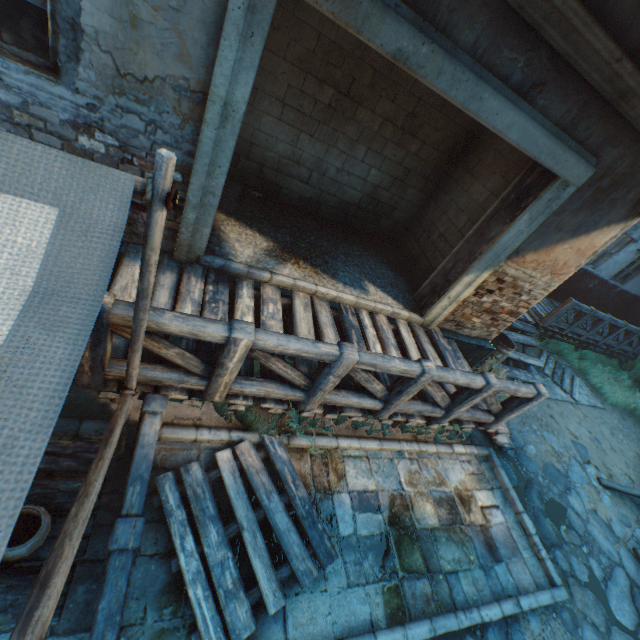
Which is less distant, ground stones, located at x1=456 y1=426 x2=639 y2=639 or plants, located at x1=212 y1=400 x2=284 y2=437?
plants, located at x1=212 y1=400 x2=284 y2=437

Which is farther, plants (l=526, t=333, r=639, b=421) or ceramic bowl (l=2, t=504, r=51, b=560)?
plants (l=526, t=333, r=639, b=421)

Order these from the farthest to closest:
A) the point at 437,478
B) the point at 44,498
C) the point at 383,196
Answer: the point at 383,196, the point at 437,478, the point at 44,498

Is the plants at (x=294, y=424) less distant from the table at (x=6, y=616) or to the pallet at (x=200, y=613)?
the pallet at (x=200, y=613)

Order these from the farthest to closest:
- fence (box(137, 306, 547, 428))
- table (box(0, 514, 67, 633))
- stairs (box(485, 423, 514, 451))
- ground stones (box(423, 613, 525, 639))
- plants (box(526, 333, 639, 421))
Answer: plants (box(526, 333, 639, 421)) → stairs (box(485, 423, 514, 451)) → ground stones (box(423, 613, 525, 639)) → fence (box(137, 306, 547, 428)) → table (box(0, 514, 67, 633))

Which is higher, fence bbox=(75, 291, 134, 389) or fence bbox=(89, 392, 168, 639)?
fence bbox=(75, 291, 134, 389)

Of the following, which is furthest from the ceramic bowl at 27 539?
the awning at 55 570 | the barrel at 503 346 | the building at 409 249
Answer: the barrel at 503 346

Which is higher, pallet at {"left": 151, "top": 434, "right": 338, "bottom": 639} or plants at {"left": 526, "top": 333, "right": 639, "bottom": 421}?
plants at {"left": 526, "top": 333, "right": 639, "bottom": 421}
